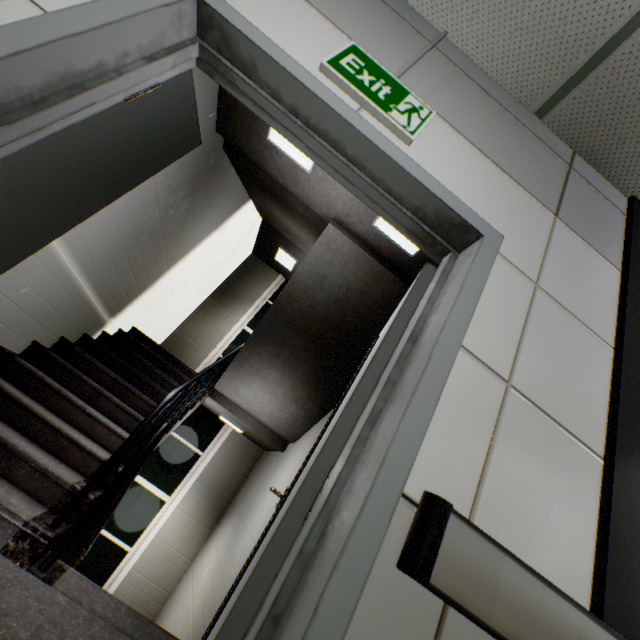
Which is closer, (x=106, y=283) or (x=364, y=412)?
(x=364, y=412)

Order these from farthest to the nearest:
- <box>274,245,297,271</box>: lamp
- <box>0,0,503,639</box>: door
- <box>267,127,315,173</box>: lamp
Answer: <box>274,245,297,271</box>: lamp → <box>267,127,315,173</box>: lamp → <box>0,0,503,639</box>: door

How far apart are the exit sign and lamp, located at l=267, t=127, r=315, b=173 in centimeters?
125cm

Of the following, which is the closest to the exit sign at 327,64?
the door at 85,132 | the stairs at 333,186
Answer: the door at 85,132

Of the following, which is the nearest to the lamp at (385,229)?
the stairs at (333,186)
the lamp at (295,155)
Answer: the stairs at (333,186)

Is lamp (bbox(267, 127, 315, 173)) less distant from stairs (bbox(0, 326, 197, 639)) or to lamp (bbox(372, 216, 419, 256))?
stairs (bbox(0, 326, 197, 639))

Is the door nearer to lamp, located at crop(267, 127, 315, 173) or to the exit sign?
the exit sign

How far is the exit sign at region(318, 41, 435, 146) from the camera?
1.28m
